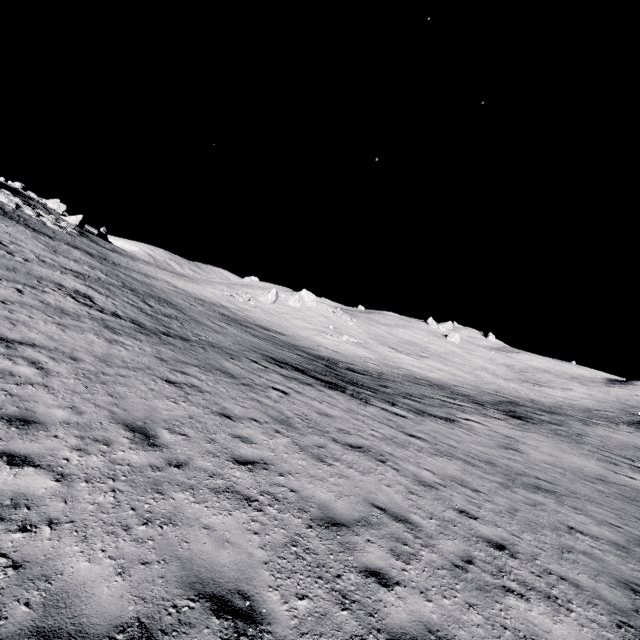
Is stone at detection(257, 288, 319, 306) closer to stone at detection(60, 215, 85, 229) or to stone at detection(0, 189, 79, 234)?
stone at detection(0, 189, 79, 234)

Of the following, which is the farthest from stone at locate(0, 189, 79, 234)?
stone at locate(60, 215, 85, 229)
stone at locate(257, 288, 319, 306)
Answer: stone at locate(257, 288, 319, 306)

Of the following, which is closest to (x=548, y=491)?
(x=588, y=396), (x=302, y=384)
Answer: (x=302, y=384)

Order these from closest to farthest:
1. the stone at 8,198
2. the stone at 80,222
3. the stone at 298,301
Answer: the stone at 8,198 → the stone at 80,222 → the stone at 298,301

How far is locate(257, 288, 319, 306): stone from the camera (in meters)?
49.12

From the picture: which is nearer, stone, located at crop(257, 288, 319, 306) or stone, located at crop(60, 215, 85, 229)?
stone, located at crop(60, 215, 85, 229)

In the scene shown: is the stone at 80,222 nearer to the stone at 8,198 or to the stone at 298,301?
the stone at 8,198

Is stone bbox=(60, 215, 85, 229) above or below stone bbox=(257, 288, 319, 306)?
above
